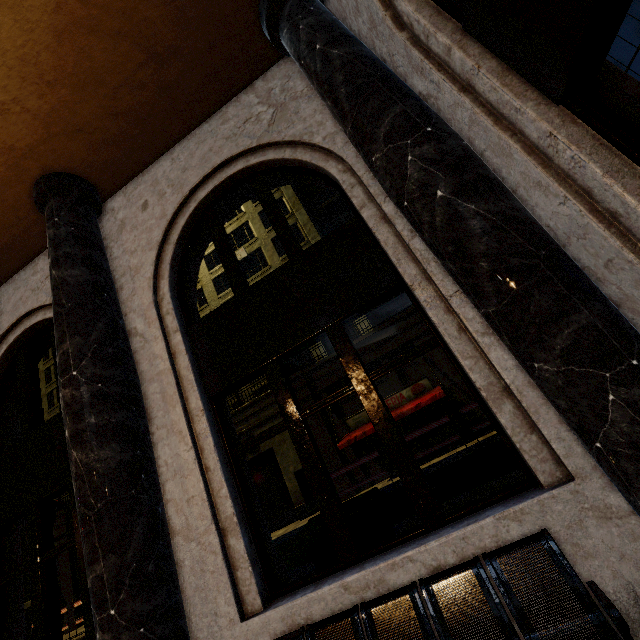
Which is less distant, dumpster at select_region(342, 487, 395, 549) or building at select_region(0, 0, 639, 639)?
building at select_region(0, 0, 639, 639)

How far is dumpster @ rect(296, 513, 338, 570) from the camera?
5.01m

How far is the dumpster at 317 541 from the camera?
5.01m

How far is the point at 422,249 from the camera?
3.08m
